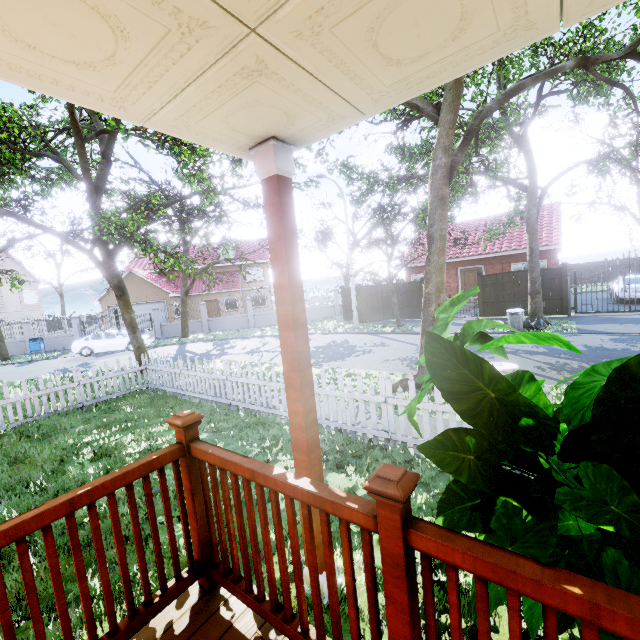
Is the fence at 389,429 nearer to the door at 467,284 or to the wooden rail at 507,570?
the wooden rail at 507,570

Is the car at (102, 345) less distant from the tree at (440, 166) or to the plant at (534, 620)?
the tree at (440, 166)

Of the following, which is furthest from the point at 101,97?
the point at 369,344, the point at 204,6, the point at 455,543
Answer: the point at 369,344

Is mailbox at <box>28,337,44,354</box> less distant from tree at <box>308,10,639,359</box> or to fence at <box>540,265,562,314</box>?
tree at <box>308,10,639,359</box>

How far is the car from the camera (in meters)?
20.19

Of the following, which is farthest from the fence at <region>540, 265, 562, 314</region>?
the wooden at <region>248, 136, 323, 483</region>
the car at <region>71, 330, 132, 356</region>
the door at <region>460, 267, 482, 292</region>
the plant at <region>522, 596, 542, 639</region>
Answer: the car at <region>71, 330, 132, 356</region>

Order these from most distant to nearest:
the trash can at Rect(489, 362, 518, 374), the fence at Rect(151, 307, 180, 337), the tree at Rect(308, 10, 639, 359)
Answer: the fence at Rect(151, 307, 180, 337), the tree at Rect(308, 10, 639, 359), the trash can at Rect(489, 362, 518, 374)

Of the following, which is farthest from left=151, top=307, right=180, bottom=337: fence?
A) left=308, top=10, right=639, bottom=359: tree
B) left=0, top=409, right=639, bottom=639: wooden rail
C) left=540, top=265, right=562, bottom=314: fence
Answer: left=0, top=409, right=639, bottom=639: wooden rail
